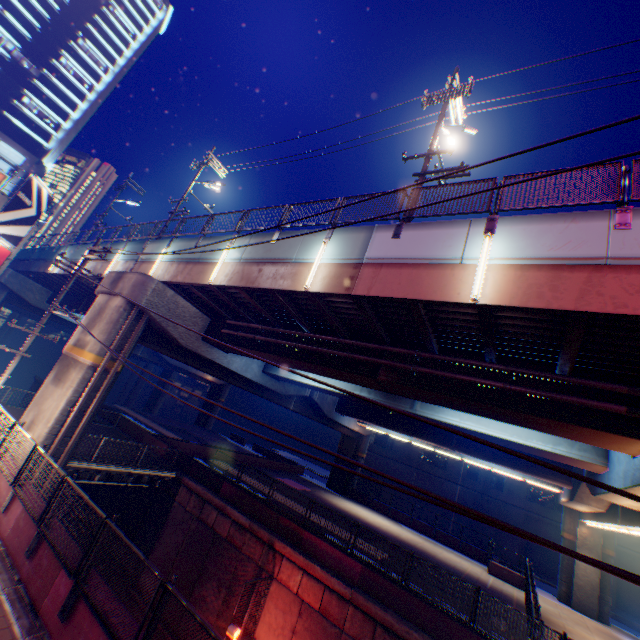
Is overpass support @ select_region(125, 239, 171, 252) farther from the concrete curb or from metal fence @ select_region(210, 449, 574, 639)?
the concrete curb

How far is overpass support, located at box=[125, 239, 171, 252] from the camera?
17.1m

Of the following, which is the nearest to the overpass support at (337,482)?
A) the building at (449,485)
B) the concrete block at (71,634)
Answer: the concrete block at (71,634)

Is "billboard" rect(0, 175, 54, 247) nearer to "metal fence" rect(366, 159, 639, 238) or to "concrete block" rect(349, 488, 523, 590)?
"concrete block" rect(349, 488, 523, 590)

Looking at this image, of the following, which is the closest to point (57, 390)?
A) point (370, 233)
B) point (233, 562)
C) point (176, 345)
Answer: point (176, 345)

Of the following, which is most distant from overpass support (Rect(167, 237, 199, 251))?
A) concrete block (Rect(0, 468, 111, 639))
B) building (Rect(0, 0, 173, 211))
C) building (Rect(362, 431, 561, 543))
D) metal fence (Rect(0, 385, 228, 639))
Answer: building (Rect(0, 0, 173, 211))

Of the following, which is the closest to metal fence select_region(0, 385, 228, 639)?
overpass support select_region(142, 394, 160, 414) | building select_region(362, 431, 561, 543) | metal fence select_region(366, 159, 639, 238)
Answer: metal fence select_region(366, 159, 639, 238)

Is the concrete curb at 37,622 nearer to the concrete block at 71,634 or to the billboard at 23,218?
the concrete block at 71,634
